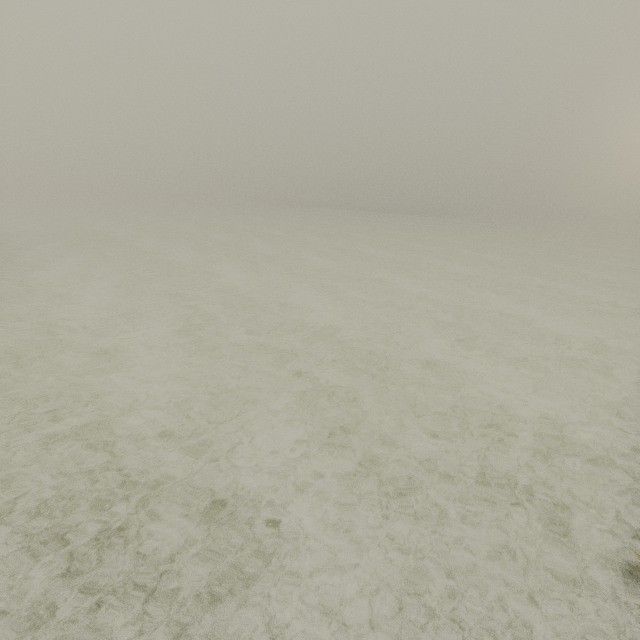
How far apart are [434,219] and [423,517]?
50.7 meters
